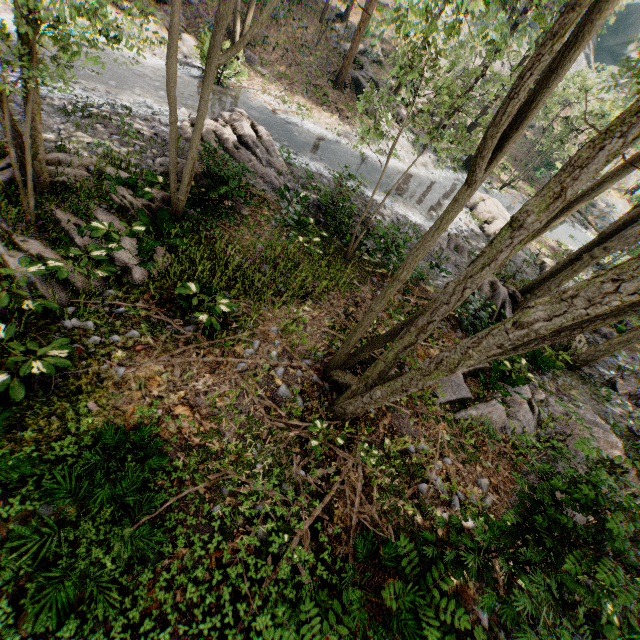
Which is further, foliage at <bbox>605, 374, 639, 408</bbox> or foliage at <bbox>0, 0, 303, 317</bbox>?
foliage at <bbox>605, 374, 639, 408</bbox>

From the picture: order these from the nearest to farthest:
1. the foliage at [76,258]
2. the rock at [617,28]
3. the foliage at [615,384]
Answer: the foliage at [76,258] → the foliage at [615,384] → the rock at [617,28]

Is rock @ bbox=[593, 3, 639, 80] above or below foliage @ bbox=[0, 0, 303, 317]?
above

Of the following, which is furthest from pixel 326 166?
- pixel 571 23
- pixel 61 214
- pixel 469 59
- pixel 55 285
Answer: Answer: pixel 469 59

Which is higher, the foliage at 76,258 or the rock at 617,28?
the rock at 617,28
